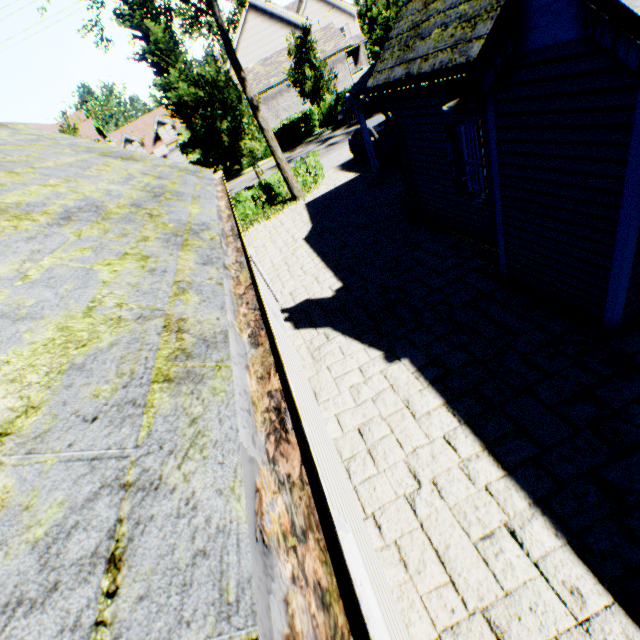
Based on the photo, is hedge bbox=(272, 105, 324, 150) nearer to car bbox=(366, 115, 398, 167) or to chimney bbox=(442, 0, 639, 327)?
car bbox=(366, 115, 398, 167)

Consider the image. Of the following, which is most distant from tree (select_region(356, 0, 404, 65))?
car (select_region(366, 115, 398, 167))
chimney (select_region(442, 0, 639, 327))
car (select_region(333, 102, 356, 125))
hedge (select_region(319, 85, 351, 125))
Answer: chimney (select_region(442, 0, 639, 327))

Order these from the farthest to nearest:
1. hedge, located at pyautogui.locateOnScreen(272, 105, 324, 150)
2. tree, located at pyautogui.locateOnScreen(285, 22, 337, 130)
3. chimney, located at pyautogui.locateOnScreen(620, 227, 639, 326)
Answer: hedge, located at pyautogui.locateOnScreen(272, 105, 324, 150), tree, located at pyautogui.locateOnScreen(285, 22, 337, 130), chimney, located at pyautogui.locateOnScreen(620, 227, 639, 326)

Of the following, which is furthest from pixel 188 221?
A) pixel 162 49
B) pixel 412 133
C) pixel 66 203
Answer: pixel 162 49

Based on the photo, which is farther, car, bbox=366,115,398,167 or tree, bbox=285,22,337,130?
tree, bbox=285,22,337,130

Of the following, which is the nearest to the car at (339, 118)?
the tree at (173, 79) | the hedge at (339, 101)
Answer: the tree at (173, 79)

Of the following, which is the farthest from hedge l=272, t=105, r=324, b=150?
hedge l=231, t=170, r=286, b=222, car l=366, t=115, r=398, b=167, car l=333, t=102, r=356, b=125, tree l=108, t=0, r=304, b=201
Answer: car l=366, t=115, r=398, b=167

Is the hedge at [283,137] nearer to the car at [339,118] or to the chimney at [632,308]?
the car at [339,118]
